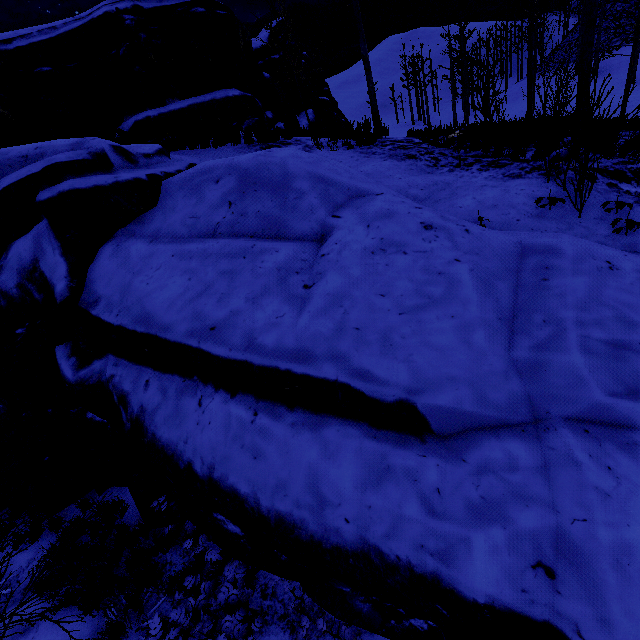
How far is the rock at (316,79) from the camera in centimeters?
1209cm

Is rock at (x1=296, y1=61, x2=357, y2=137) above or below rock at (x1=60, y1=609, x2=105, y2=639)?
above

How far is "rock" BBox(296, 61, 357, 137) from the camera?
12.1 meters

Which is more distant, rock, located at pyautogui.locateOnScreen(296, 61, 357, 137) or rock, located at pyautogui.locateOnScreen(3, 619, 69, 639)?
rock, located at pyautogui.locateOnScreen(296, 61, 357, 137)

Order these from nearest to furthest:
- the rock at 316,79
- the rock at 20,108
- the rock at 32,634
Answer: the rock at 20,108
the rock at 32,634
the rock at 316,79

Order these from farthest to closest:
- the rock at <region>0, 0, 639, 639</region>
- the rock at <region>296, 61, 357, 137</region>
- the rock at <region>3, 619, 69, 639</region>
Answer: the rock at <region>296, 61, 357, 137</region>
the rock at <region>3, 619, 69, 639</region>
the rock at <region>0, 0, 639, 639</region>

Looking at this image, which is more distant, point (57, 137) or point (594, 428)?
point (57, 137)
